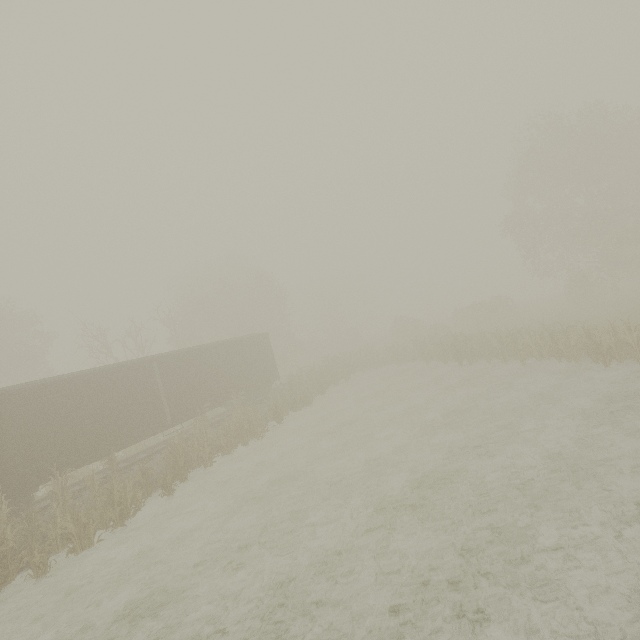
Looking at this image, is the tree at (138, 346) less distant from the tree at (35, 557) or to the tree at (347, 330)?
the tree at (35, 557)

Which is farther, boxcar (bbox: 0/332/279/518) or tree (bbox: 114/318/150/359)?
tree (bbox: 114/318/150/359)

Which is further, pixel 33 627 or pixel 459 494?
pixel 459 494

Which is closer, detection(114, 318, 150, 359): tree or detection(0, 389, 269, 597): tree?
detection(0, 389, 269, 597): tree

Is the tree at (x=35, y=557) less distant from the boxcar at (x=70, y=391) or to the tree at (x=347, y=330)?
the boxcar at (x=70, y=391)

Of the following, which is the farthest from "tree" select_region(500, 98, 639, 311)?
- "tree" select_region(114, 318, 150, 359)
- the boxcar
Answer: "tree" select_region(114, 318, 150, 359)

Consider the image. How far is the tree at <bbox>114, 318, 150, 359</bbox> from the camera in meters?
25.4
